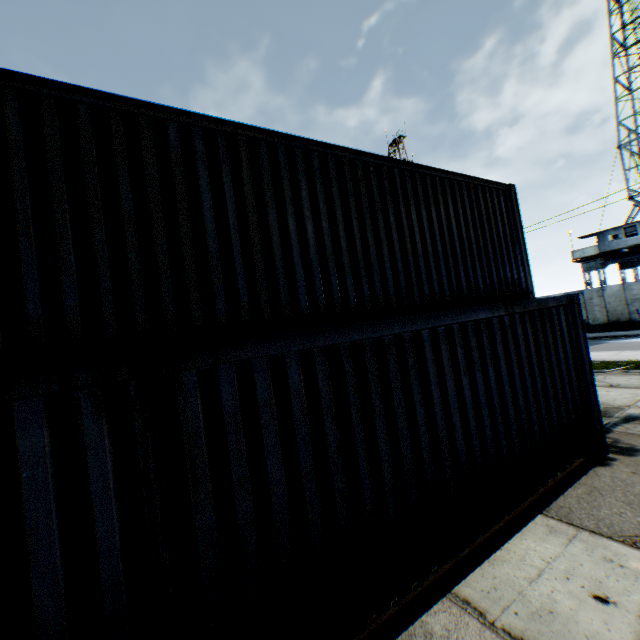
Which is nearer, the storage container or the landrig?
the storage container

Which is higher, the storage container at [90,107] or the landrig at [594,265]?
the landrig at [594,265]

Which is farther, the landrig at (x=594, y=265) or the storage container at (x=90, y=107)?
the landrig at (x=594, y=265)

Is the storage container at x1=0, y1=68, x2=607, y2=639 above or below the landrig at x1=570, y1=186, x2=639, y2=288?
below

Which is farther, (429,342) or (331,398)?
(429,342)
